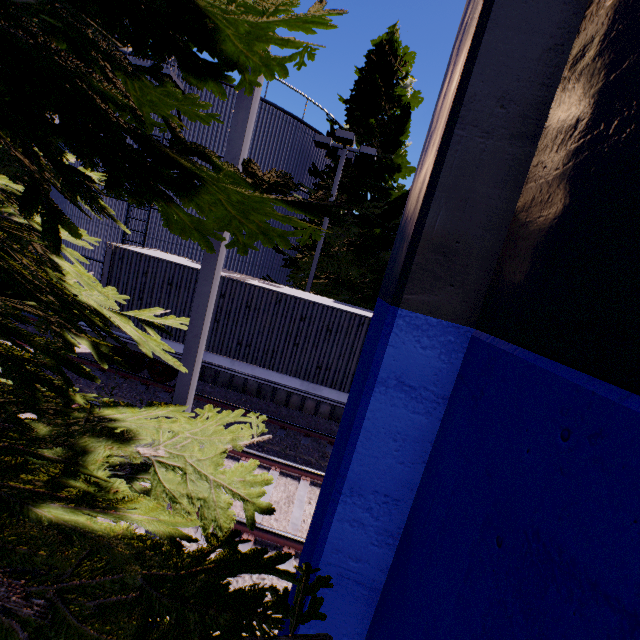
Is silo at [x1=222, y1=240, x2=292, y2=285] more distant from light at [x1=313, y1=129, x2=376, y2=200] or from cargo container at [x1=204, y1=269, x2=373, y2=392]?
light at [x1=313, y1=129, x2=376, y2=200]

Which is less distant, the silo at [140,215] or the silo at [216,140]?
the silo at [216,140]

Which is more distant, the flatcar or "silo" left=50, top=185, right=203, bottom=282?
"silo" left=50, top=185, right=203, bottom=282

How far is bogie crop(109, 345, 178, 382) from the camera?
10.1m

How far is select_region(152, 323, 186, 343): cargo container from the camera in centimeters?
989cm

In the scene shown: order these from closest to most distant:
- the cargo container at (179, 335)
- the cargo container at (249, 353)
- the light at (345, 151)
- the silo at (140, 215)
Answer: the cargo container at (249, 353) → the cargo container at (179, 335) → the light at (345, 151) → the silo at (140, 215)

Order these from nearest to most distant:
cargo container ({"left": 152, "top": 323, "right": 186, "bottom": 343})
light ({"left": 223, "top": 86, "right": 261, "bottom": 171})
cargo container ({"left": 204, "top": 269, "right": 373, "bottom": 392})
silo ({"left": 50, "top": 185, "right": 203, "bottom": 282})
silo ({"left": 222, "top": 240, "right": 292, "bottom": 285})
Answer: light ({"left": 223, "top": 86, "right": 261, "bottom": 171})
cargo container ({"left": 204, "top": 269, "right": 373, "bottom": 392})
cargo container ({"left": 152, "top": 323, "right": 186, "bottom": 343})
silo ({"left": 50, "top": 185, "right": 203, "bottom": 282})
silo ({"left": 222, "top": 240, "right": 292, "bottom": 285})

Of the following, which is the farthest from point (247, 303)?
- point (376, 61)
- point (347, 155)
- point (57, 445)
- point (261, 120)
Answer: point (376, 61)
